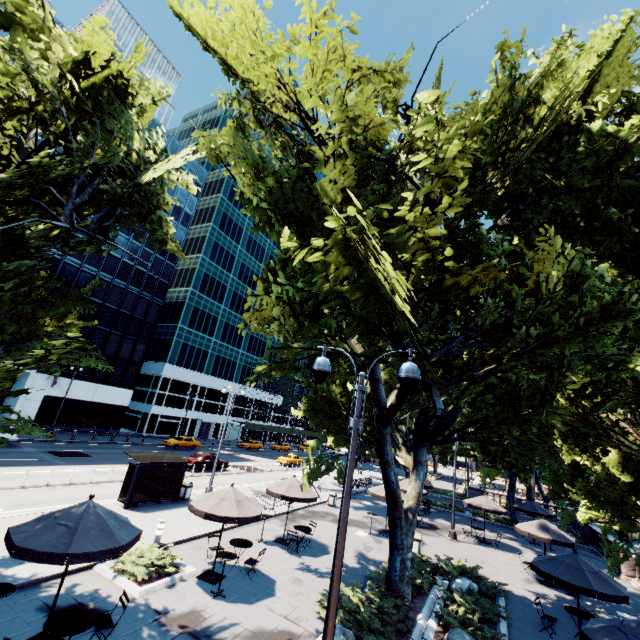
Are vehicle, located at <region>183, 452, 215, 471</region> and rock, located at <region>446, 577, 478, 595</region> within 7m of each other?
no

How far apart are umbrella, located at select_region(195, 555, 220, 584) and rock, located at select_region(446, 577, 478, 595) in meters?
9.2 m

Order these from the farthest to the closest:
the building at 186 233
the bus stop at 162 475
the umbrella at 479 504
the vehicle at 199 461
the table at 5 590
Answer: the building at 186 233 → the vehicle at 199 461 → the umbrella at 479 504 → the bus stop at 162 475 → the table at 5 590

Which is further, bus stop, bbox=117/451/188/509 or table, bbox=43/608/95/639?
bus stop, bbox=117/451/188/509

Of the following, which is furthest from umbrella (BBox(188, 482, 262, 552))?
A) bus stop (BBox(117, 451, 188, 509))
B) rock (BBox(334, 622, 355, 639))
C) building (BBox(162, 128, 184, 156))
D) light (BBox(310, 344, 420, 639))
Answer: building (BBox(162, 128, 184, 156))

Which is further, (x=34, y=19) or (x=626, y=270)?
(x=626, y=270)

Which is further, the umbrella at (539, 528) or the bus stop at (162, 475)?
the bus stop at (162, 475)

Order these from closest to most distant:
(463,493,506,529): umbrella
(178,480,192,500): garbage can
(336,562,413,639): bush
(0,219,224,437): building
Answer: (336,562,413,639): bush
(178,480,192,500): garbage can
(463,493,506,529): umbrella
(0,219,224,437): building
